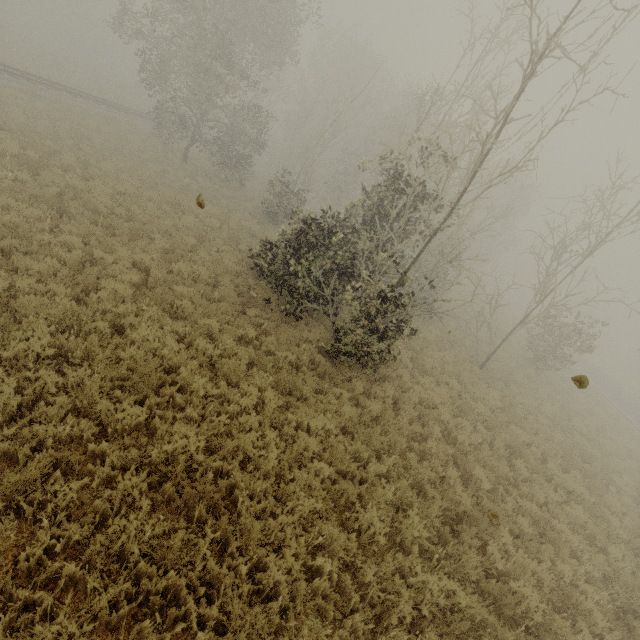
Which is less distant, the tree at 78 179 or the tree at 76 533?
the tree at 76 533

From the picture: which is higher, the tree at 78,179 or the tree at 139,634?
the tree at 78,179

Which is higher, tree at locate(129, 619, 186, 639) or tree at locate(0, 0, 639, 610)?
tree at locate(0, 0, 639, 610)

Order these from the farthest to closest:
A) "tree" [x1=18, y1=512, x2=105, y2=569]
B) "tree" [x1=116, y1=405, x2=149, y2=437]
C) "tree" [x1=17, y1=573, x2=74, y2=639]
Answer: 1. "tree" [x1=116, y1=405, x2=149, y2=437]
2. "tree" [x1=18, y1=512, x2=105, y2=569]
3. "tree" [x1=17, y1=573, x2=74, y2=639]

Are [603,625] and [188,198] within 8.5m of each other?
no

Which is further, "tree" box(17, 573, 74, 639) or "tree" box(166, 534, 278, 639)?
"tree" box(166, 534, 278, 639)

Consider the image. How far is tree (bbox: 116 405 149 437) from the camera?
5.14m
